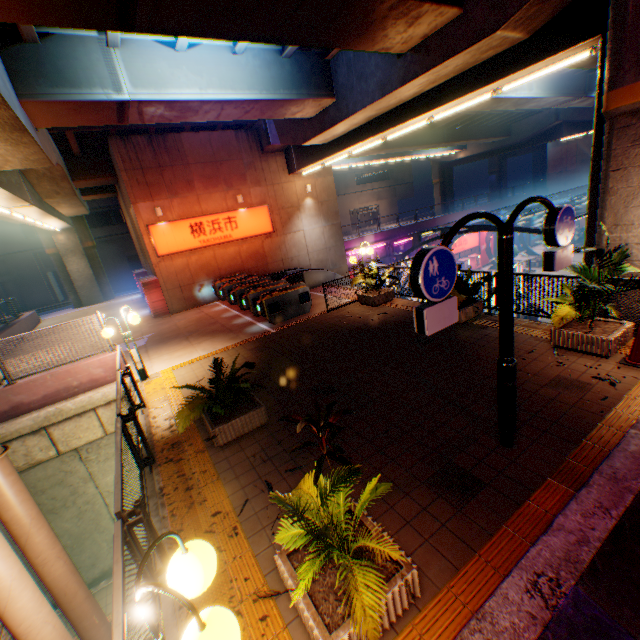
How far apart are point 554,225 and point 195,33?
7.7m

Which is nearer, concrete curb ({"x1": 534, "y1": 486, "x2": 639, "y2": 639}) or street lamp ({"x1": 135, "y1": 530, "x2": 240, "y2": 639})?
street lamp ({"x1": 135, "y1": 530, "x2": 240, "y2": 639})

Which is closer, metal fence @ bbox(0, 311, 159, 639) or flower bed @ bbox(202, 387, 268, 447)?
metal fence @ bbox(0, 311, 159, 639)

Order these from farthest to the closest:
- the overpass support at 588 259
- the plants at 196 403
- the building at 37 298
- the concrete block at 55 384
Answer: the building at 37 298 < the concrete block at 55 384 < the overpass support at 588 259 < the plants at 196 403

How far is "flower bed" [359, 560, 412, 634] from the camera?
2.9m

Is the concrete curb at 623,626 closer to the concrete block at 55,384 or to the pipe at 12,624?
the pipe at 12,624

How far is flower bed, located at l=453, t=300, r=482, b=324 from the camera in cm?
900

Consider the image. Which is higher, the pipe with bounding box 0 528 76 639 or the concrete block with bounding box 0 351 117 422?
the pipe with bounding box 0 528 76 639
